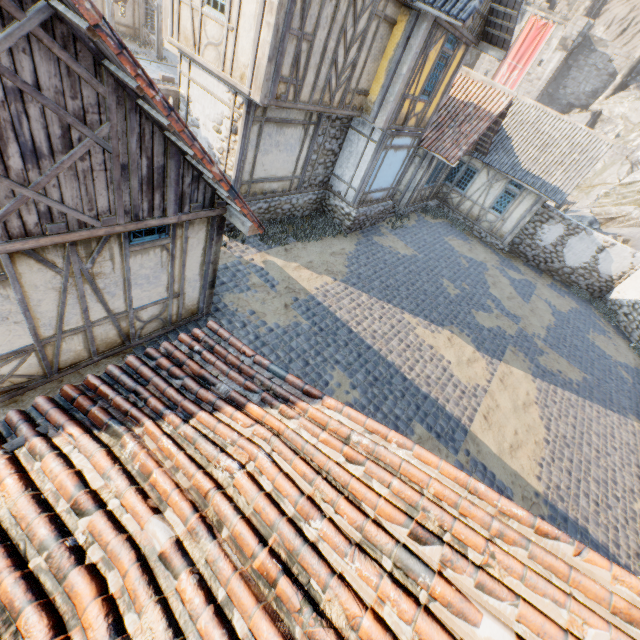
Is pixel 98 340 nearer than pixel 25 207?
No

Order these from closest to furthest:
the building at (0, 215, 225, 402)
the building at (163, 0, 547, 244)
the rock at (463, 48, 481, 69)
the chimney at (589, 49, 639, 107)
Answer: the building at (0, 215, 225, 402) → the building at (163, 0, 547, 244) → the chimney at (589, 49, 639, 107) → the rock at (463, 48, 481, 69)

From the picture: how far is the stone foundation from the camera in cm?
1116

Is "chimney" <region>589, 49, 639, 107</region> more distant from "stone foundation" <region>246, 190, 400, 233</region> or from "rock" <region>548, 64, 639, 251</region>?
"stone foundation" <region>246, 190, 400, 233</region>

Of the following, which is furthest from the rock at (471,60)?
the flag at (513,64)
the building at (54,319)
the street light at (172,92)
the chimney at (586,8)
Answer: the street light at (172,92)

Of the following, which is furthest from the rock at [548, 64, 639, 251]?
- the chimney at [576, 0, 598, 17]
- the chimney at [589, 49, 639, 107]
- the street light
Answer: the street light

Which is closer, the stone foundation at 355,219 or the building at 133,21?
the stone foundation at 355,219

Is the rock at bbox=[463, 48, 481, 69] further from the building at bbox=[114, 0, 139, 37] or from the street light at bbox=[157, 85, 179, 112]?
the street light at bbox=[157, 85, 179, 112]
